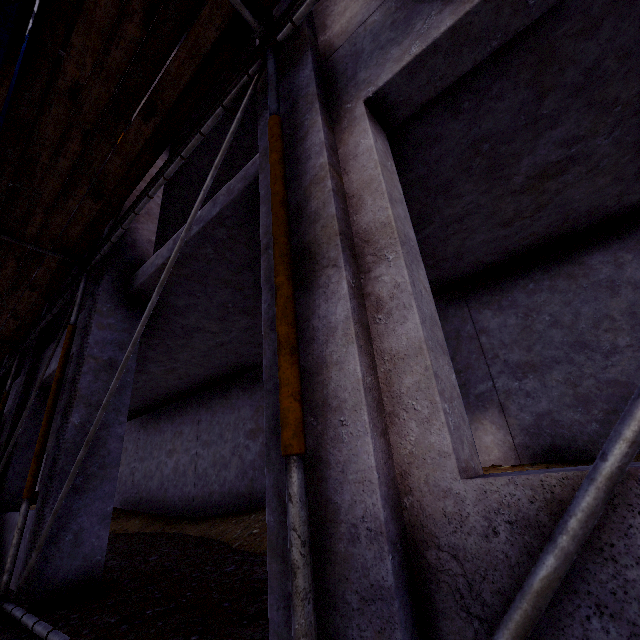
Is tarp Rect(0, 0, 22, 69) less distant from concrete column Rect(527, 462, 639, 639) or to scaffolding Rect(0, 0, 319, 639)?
scaffolding Rect(0, 0, 319, 639)

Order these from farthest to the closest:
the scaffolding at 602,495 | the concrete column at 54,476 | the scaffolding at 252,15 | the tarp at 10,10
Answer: the concrete column at 54,476 < the tarp at 10,10 < the scaffolding at 252,15 < the scaffolding at 602,495

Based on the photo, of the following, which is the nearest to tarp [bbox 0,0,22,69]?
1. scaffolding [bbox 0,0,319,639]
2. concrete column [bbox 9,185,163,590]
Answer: scaffolding [bbox 0,0,319,639]

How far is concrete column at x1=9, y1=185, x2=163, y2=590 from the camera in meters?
3.6 m

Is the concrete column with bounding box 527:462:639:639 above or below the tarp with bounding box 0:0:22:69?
below

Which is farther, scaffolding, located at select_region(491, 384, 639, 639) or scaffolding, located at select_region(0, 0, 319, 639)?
scaffolding, located at select_region(0, 0, 319, 639)

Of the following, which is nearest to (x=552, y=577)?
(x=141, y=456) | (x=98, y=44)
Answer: (x=98, y=44)

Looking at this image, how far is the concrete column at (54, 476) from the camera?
3.6m
